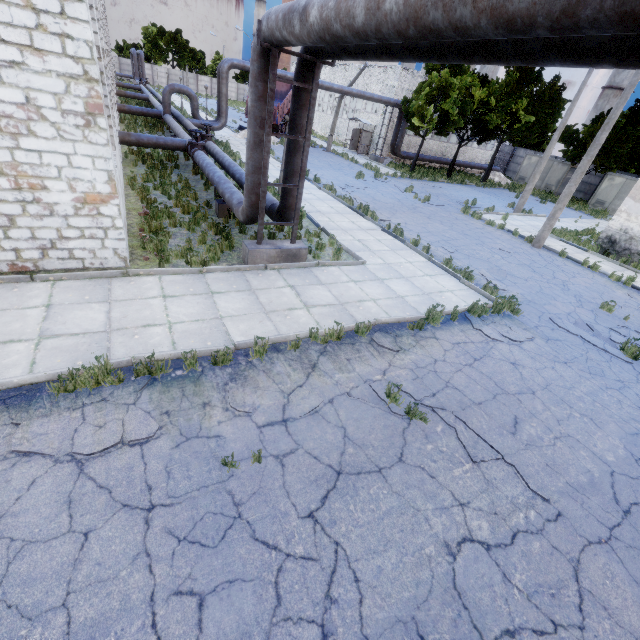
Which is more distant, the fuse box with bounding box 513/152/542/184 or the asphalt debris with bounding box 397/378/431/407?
the fuse box with bounding box 513/152/542/184

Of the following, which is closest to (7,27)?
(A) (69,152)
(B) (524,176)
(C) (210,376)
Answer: (A) (69,152)

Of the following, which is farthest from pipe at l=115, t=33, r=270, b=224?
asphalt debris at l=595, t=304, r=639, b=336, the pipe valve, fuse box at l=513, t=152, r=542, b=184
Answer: asphalt debris at l=595, t=304, r=639, b=336

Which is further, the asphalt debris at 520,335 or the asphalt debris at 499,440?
the asphalt debris at 520,335

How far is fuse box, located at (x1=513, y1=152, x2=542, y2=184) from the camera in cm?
3703

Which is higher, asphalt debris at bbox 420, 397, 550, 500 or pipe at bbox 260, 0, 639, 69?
pipe at bbox 260, 0, 639, 69

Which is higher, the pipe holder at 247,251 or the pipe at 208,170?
the pipe at 208,170

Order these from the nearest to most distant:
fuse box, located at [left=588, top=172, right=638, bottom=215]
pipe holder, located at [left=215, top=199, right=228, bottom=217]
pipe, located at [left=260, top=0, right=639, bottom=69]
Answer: pipe, located at [left=260, top=0, right=639, bottom=69], pipe holder, located at [left=215, top=199, right=228, bottom=217], fuse box, located at [left=588, top=172, right=638, bottom=215]
